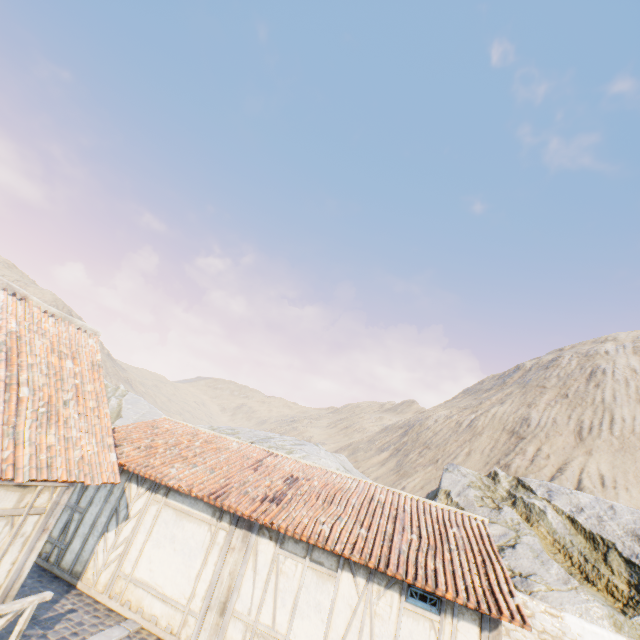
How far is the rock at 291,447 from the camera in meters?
22.7

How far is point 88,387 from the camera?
7.6 meters

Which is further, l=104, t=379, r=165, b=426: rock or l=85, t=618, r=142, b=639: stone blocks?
l=104, t=379, r=165, b=426: rock

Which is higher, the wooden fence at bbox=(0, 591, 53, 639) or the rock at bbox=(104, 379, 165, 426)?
the rock at bbox=(104, 379, 165, 426)

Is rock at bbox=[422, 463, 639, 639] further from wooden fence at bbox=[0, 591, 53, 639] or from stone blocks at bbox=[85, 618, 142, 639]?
wooden fence at bbox=[0, 591, 53, 639]

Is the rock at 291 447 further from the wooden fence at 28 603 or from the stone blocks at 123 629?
the wooden fence at 28 603

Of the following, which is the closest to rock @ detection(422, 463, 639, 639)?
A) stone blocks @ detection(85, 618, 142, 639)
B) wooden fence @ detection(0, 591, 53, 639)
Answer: stone blocks @ detection(85, 618, 142, 639)

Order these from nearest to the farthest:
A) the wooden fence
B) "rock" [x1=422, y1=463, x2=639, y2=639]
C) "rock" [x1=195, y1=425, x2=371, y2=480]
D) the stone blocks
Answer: the wooden fence, the stone blocks, "rock" [x1=422, y1=463, x2=639, y2=639], "rock" [x1=195, y1=425, x2=371, y2=480]
